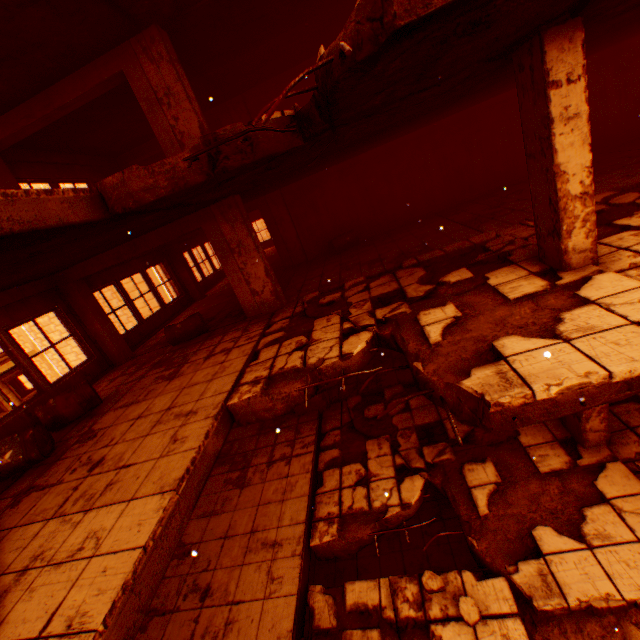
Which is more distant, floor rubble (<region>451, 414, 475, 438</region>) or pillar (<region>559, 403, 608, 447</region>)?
floor rubble (<region>451, 414, 475, 438</region>)

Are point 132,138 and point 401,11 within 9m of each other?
no

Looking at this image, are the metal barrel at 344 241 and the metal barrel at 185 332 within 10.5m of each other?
yes

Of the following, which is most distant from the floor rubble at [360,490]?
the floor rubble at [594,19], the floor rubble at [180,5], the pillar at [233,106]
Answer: the pillar at [233,106]

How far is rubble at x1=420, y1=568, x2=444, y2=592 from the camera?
4.2m

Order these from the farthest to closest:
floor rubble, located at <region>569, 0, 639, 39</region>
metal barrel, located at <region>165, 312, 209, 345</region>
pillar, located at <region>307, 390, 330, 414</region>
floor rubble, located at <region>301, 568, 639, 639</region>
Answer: pillar, located at <region>307, 390, 330, 414</region>
metal barrel, located at <region>165, 312, 209, 345</region>
floor rubble, located at <region>301, 568, 639, 639</region>
floor rubble, located at <region>569, 0, 639, 39</region>

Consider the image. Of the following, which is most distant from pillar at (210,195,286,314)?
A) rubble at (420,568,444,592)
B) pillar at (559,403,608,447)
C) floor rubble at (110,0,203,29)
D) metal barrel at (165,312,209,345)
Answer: pillar at (559,403,608,447)

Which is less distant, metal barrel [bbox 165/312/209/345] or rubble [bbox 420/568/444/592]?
rubble [bbox 420/568/444/592]
